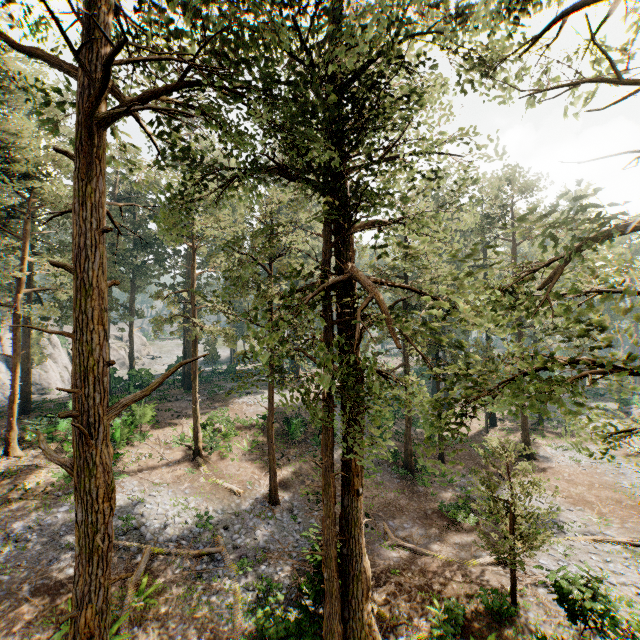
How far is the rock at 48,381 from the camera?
42.6 meters

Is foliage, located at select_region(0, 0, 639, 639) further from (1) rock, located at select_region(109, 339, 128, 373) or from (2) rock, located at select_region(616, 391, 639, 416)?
(2) rock, located at select_region(616, 391, 639, 416)

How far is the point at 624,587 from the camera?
14.6m

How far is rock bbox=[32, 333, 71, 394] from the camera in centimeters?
4259cm

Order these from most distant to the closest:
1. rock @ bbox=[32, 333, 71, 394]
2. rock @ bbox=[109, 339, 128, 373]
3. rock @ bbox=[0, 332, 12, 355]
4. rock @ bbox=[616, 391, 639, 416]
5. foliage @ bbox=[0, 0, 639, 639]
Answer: rock @ bbox=[109, 339, 128, 373] → rock @ bbox=[0, 332, 12, 355] → rock @ bbox=[32, 333, 71, 394] → rock @ bbox=[616, 391, 639, 416] → foliage @ bbox=[0, 0, 639, 639]

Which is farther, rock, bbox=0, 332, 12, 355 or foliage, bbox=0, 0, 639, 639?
rock, bbox=0, 332, 12, 355

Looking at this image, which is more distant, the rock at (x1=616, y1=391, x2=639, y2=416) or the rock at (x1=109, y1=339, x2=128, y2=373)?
the rock at (x1=109, y1=339, x2=128, y2=373)
